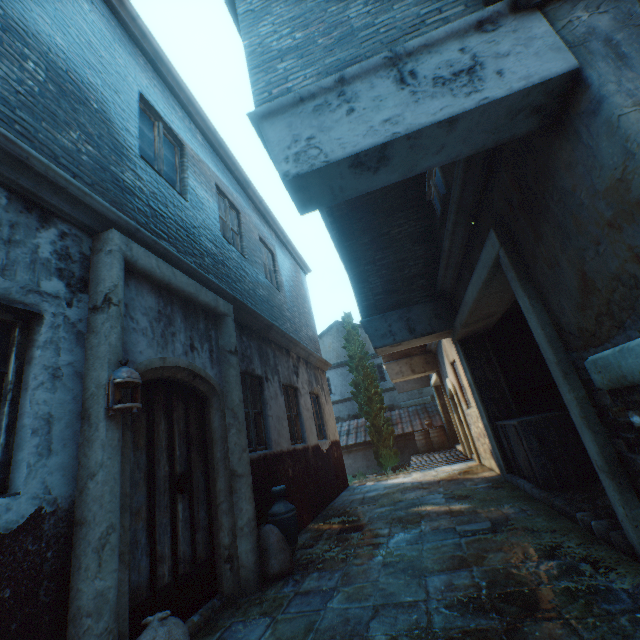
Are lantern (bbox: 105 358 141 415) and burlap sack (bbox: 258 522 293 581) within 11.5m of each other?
yes

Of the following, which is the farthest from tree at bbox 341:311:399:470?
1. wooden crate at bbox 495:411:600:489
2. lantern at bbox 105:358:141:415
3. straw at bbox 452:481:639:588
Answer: lantern at bbox 105:358:141:415

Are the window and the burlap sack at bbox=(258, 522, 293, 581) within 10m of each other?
yes

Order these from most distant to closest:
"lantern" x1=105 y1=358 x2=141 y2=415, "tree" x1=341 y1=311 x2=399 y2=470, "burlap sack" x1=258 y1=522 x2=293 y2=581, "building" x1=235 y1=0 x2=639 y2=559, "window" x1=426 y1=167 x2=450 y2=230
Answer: "tree" x1=341 y1=311 x2=399 y2=470
"window" x1=426 y1=167 x2=450 y2=230
"burlap sack" x1=258 y1=522 x2=293 y2=581
"lantern" x1=105 y1=358 x2=141 y2=415
"building" x1=235 y1=0 x2=639 y2=559

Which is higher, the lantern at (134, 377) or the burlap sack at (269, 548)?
the lantern at (134, 377)

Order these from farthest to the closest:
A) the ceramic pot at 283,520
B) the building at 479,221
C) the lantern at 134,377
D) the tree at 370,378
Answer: the tree at 370,378 → the ceramic pot at 283,520 → the lantern at 134,377 → the building at 479,221

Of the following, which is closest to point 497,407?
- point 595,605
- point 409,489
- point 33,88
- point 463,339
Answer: point 463,339

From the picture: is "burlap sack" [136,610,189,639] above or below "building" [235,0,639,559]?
below
